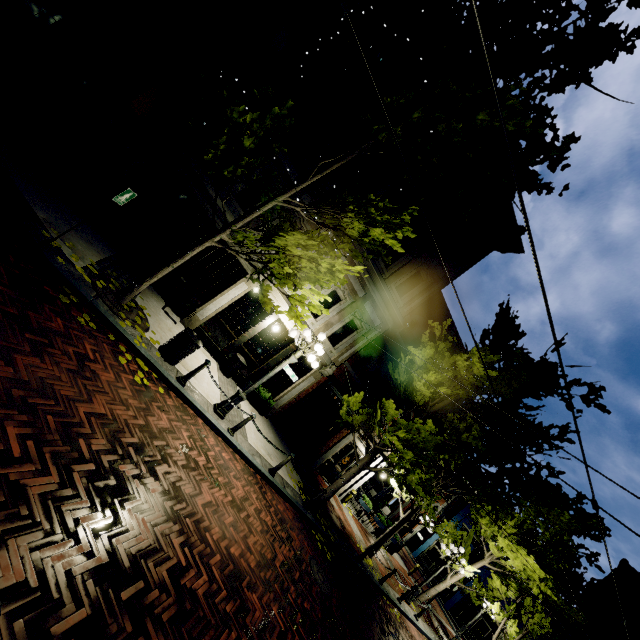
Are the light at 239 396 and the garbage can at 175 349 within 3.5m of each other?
yes

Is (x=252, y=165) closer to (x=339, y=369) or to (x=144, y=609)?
(x=144, y=609)

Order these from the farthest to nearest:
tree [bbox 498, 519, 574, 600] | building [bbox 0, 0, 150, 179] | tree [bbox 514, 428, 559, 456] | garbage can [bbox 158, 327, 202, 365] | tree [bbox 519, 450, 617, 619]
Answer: tree [bbox 498, 519, 574, 600] → tree [bbox 519, 450, 617, 619] → tree [bbox 514, 428, 559, 456] → building [bbox 0, 0, 150, 179] → garbage can [bbox 158, 327, 202, 365]

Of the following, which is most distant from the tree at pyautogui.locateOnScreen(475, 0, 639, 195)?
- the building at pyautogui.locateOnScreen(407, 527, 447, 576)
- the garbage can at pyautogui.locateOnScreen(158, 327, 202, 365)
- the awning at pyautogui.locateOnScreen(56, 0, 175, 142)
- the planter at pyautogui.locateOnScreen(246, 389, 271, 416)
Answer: the planter at pyautogui.locateOnScreen(246, 389, 271, 416)

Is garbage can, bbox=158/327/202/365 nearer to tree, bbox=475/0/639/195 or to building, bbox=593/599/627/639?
tree, bbox=475/0/639/195

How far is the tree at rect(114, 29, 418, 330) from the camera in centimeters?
584cm

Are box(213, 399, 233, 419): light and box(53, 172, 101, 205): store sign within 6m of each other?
no

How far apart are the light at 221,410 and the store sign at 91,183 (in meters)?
7.04
